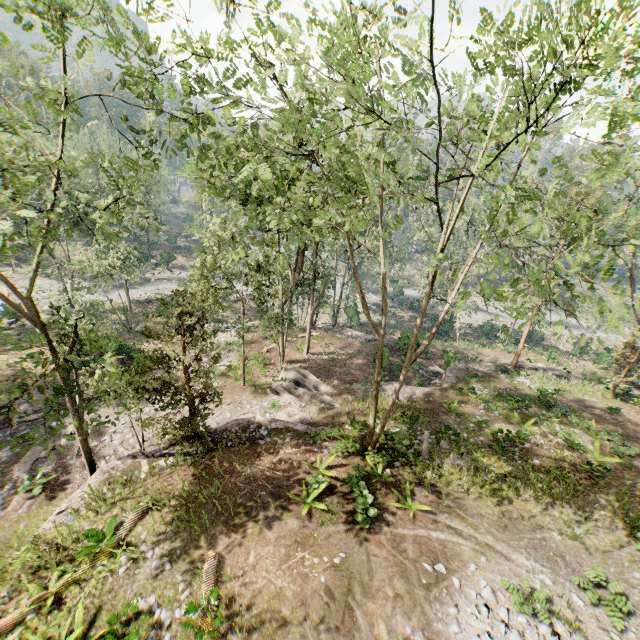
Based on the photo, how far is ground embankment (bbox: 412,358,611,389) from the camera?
24.9m

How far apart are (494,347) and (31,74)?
40.9m

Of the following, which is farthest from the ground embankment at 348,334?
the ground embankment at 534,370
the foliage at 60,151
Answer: the ground embankment at 534,370

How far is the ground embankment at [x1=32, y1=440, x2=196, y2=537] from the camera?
12.3m

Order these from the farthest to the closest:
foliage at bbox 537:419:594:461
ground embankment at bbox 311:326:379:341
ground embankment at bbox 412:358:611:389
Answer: ground embankment at bbox 311:326:379:341 → ground embankment at bbox 412:358:611:389 → foliage at bbox 537:419:594:461

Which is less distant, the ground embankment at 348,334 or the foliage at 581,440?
the foliage at 581,440

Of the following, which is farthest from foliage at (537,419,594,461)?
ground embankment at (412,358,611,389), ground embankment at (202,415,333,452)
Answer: ground embankment at (412,358,611,389)
